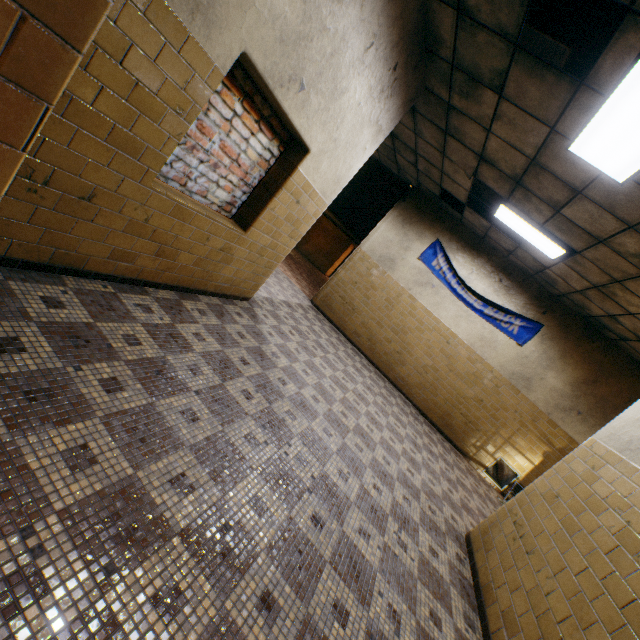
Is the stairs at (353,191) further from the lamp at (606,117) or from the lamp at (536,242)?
the lamp at (606,117)

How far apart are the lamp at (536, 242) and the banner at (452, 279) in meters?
1.7

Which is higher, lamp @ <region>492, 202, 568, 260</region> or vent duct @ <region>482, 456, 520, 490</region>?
lamp @ <region>492, 202, 568, 260</region>

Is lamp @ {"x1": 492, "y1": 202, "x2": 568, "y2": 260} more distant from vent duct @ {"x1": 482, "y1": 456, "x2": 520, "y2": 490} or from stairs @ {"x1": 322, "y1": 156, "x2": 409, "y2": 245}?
vent duct @ {"x1": 482, "y1": 456, "x2": 520, "y2": 490}

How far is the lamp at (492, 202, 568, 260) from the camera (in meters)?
5.30

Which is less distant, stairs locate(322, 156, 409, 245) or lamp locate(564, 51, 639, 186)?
lamp locate(564, 51, 639, 186)

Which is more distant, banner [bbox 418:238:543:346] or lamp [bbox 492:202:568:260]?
banner [bbox 418:238:543:346]

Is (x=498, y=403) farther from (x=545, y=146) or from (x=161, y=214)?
(x=161, y=214)
